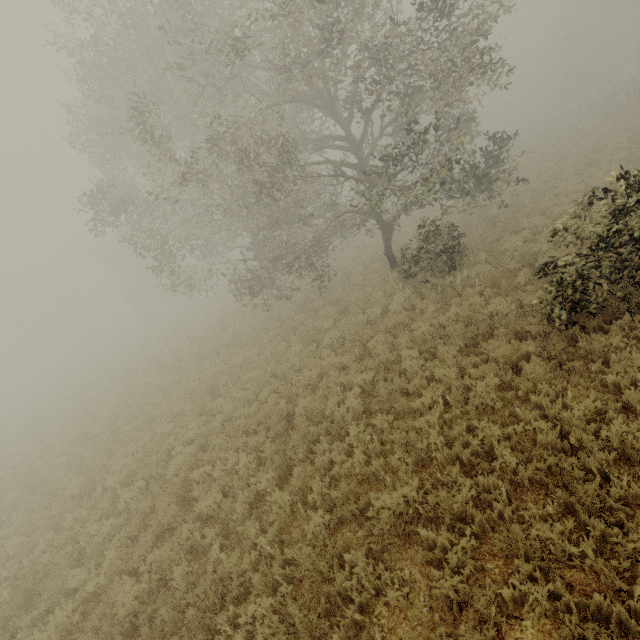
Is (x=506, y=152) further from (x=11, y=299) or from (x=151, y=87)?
(x=11, y=299)

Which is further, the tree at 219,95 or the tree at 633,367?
the tree at 219,95

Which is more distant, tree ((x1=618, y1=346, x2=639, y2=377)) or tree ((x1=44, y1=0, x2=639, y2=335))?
tree ((x1=44, y1=0, x2=639, y2=335))

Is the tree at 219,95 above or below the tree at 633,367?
above

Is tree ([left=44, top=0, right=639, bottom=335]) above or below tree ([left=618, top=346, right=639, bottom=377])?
above
